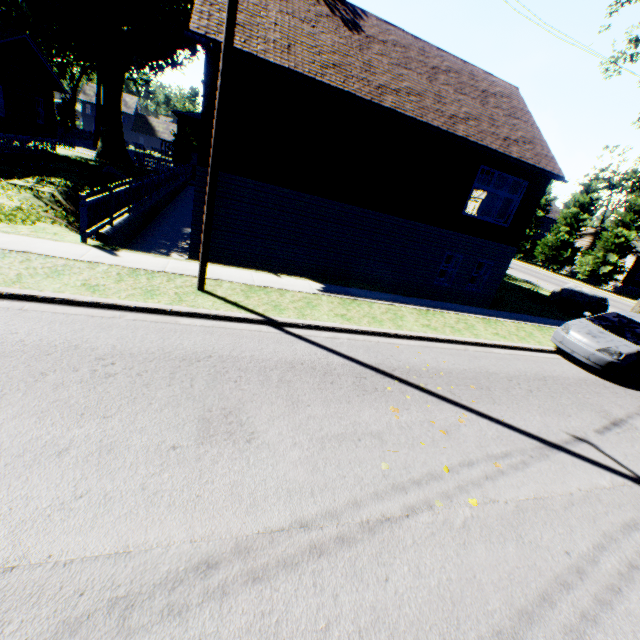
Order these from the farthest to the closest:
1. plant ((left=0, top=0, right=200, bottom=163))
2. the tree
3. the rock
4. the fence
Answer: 1. the tree
2. plant ((left=0, top=0, right=200, bottom=163))
3. the rock
4. the fence

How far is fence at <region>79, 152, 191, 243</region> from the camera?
8.4m

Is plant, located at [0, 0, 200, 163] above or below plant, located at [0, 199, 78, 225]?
above

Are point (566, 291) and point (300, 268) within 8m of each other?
no

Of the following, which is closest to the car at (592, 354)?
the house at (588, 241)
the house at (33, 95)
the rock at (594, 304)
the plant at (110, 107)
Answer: the rock at (594, 304)

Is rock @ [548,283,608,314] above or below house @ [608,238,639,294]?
below

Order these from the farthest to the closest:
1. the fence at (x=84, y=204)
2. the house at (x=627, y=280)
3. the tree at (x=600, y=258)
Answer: the house at (x=627, y=280)
the tree at (x=600, y=258)
the fence at (x=84, y=204)

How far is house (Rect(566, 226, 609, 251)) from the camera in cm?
3975
